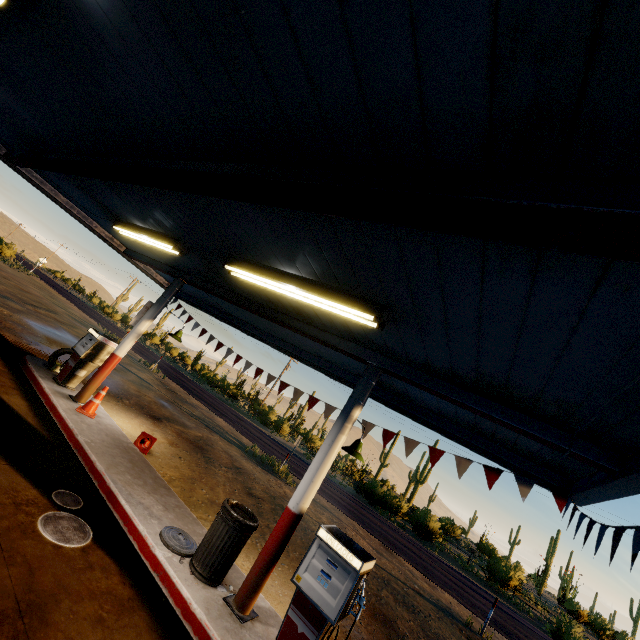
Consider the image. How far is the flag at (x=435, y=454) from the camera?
6.3m

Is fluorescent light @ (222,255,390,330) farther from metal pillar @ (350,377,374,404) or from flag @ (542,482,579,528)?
flag @ (542,482,579,528)

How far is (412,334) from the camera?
4.0 meters

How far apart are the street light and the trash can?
1.7 meters

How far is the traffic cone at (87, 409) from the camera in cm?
735

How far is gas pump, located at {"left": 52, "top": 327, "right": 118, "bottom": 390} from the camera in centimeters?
820cm

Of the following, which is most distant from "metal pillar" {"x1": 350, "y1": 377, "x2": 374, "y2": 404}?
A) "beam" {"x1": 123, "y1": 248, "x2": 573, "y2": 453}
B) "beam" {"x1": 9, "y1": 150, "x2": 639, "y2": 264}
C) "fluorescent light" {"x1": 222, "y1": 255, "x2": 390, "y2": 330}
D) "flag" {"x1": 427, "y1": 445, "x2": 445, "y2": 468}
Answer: "beam" {"x1": 9, "y1": 150, "x2": 639, "y2": 264}

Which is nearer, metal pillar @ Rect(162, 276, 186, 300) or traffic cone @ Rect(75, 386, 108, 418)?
traffic cone @ Rect(75, 386, 108, 418)
